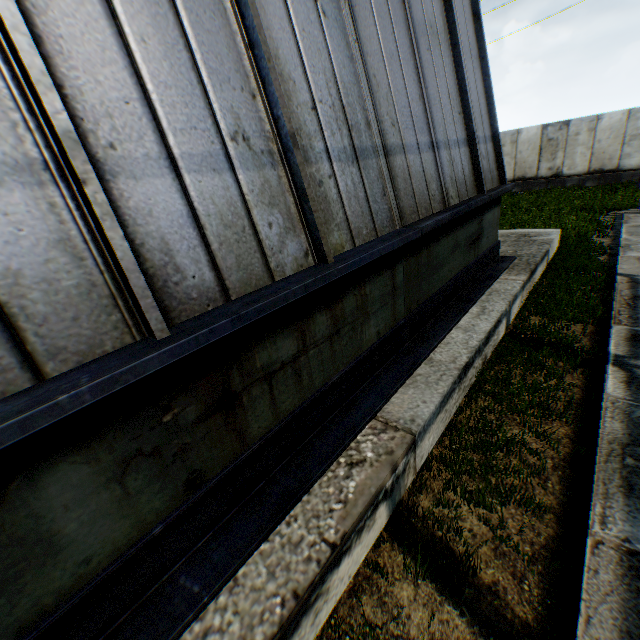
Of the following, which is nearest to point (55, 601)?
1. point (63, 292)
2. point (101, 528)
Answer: point (101, 528)
